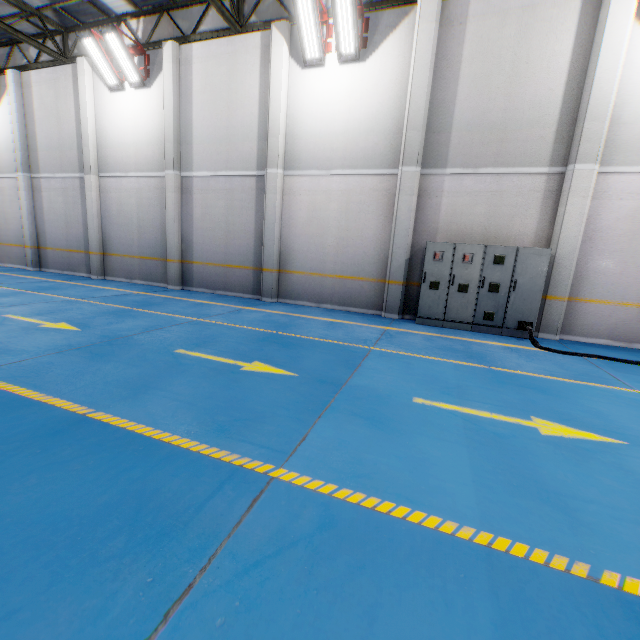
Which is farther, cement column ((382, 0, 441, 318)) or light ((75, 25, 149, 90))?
light ((75, 25, 149, 90))

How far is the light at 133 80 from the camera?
10.1 meters

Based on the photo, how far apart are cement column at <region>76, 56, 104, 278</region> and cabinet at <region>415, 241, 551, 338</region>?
12.4 meters

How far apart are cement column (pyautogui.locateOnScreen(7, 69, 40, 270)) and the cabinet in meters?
16.4

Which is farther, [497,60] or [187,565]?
[497,60]

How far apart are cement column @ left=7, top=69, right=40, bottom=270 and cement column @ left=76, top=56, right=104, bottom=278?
3.3m

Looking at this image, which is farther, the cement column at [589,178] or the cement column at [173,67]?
the cement column at [173,67]

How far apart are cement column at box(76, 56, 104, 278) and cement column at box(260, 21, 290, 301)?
7.3 meters
